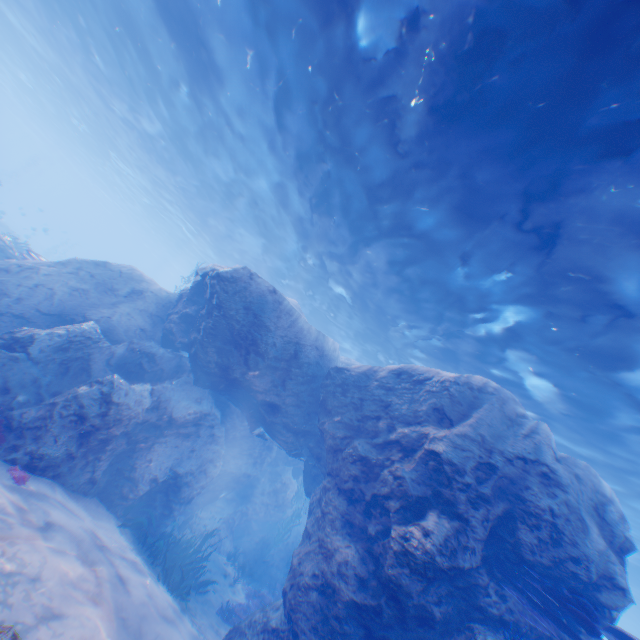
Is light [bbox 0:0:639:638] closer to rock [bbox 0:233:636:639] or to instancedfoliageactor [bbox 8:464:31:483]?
rock [bbox 0:233:636:639]

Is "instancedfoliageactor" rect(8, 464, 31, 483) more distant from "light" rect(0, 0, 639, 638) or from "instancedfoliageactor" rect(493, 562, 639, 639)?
"light" rect(0, 0, 639, 638)

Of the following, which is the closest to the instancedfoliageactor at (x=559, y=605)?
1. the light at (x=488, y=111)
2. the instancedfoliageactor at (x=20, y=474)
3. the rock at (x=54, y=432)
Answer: the rock at (x=54, y=432)

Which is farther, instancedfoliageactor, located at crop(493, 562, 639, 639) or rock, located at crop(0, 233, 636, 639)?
rock, located at crop(0, 233, 636, 639)

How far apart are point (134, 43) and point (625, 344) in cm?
1984

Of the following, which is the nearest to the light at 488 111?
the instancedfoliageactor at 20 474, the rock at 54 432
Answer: the rock at 54 432

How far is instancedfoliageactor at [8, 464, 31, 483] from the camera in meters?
5.9 m

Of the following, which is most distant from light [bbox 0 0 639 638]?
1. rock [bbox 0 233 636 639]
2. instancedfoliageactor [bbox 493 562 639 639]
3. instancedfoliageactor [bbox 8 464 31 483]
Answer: instancedfoliageactor [bbox 8 464 31 483]
